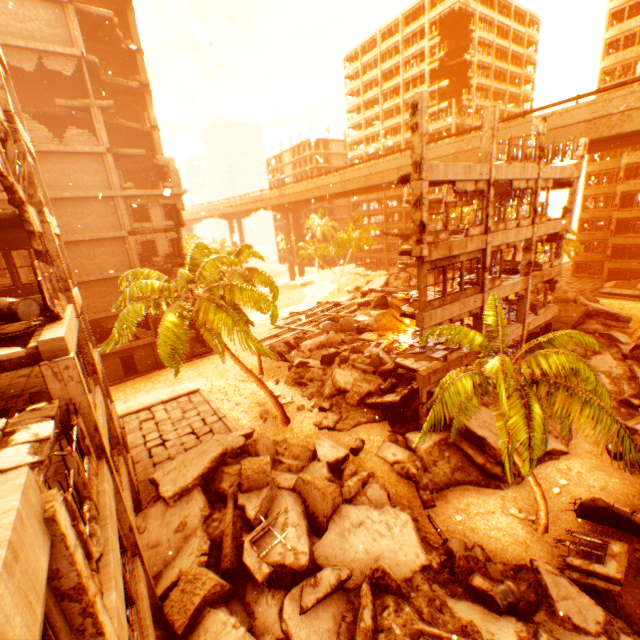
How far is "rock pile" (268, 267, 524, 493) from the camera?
14.4m

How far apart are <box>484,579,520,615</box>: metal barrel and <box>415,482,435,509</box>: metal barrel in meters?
3.8

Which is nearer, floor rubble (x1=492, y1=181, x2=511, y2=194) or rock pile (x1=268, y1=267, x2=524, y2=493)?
rock pile (x1=268, y1=267, x2=524, y2=493)

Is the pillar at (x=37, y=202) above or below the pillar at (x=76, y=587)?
above

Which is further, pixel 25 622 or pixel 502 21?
pixel 502 21

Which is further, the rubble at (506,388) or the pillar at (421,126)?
the pillar at (421,126)

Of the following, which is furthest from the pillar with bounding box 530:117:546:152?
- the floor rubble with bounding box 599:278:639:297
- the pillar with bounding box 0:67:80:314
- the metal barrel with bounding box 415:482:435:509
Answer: the floor rubble with bounding box 599:278:639:297

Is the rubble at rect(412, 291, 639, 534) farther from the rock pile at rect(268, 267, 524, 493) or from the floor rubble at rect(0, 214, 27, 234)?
the floor rubble at rect(0, 214, 27, 234)
